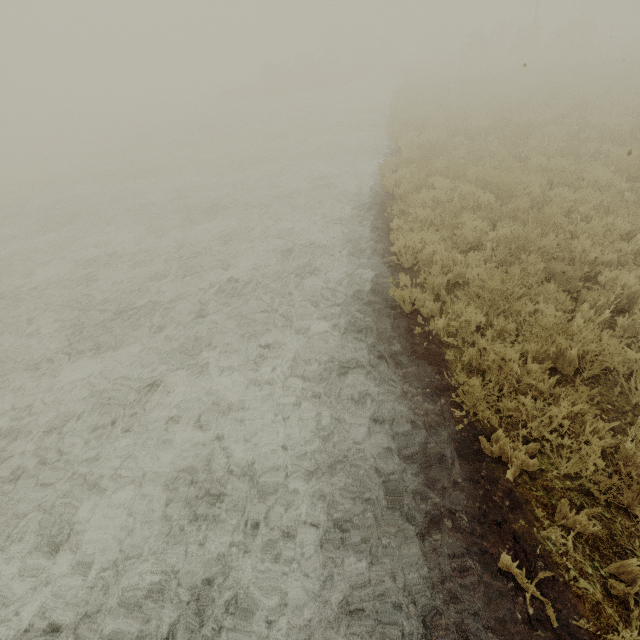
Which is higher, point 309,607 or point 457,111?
point 457,111
